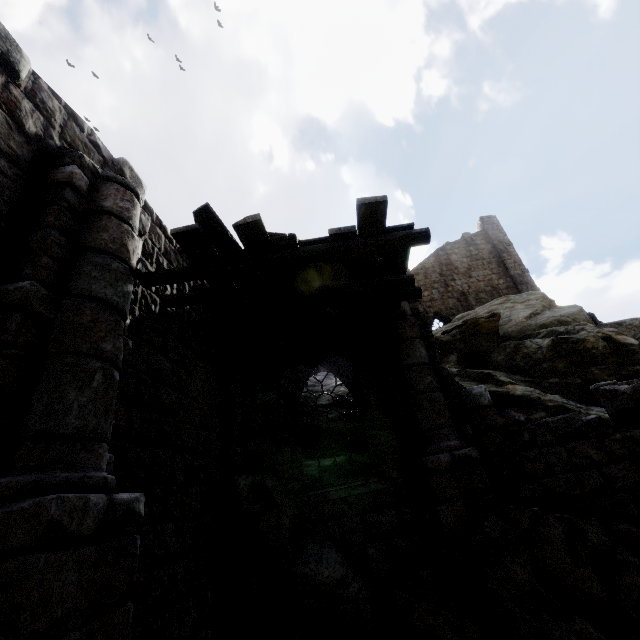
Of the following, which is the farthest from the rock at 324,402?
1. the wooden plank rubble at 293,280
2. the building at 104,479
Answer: the wooden plank rubble at 293,280

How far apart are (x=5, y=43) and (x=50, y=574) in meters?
4.9

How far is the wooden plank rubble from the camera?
4.3m

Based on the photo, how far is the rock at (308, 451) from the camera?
8.98m

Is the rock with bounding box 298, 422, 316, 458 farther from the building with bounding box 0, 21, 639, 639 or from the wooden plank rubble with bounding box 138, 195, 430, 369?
the wooden plank rubble with bounding box 138, 195, 430, 369

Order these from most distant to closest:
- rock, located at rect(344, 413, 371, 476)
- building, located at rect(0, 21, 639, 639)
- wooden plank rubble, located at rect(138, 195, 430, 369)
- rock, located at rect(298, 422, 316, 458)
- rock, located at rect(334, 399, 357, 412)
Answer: rock, located at rect(334, 399, 357, 412) < rock, located at rect(298, 422, 316, 458) < rock, located at rect(344, 413, 371, 476) < wooden plank rubble, located at rect(138, 195, 430, 369) < building, located at rect(0, 21, 639, 639)

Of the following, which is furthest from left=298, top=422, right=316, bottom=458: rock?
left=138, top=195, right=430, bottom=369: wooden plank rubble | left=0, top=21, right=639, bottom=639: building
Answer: left=138, top=195, right=430, bottom=369: wooden plank rubble

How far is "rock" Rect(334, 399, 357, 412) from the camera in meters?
10.1 m
